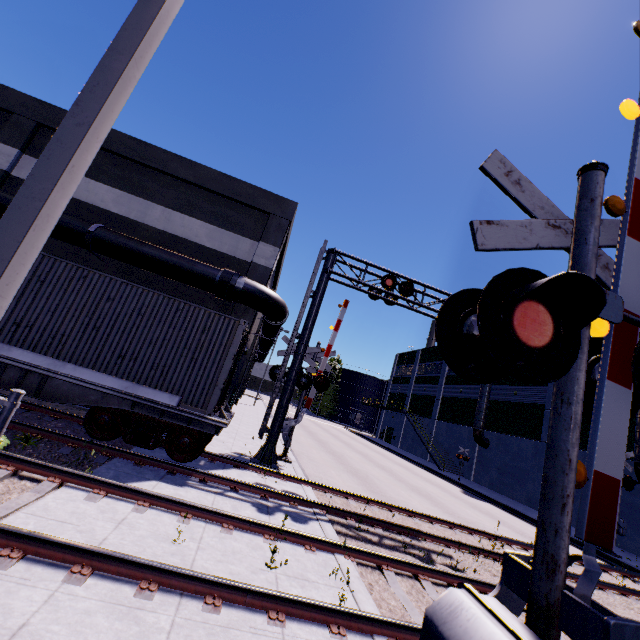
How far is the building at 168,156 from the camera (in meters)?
13.43

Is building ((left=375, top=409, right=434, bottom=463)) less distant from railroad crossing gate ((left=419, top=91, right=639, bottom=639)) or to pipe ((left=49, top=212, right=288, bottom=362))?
pipe ((left=49, top=212, right=288, bottom=362))

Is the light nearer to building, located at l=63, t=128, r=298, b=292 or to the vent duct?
building, located at l=63, t=128, r=298, b=292

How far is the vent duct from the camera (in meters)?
30.08

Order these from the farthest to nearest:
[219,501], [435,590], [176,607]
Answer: [219,501], [435,590], [176,607]

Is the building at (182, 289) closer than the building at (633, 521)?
Yes

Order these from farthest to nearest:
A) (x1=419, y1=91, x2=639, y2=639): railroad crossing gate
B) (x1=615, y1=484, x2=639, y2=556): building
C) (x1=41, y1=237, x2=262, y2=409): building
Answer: A:
(x1=615, y1=484, x2=639, y2=556): building
(x1=41, y1=237, x2=262, y2=409): building
(x1=419, y1=91, x2=639, y2=639): railroad crossing gate

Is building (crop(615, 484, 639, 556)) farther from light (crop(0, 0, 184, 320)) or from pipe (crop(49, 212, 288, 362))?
light (crop(0, 0, 184, 320))
